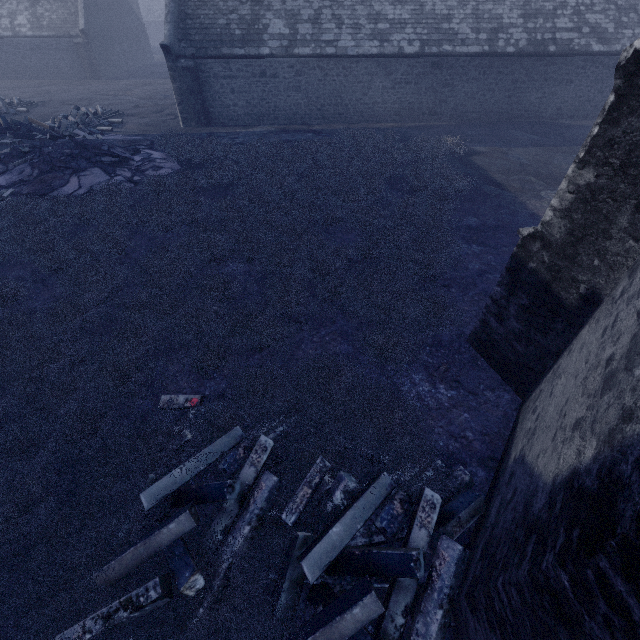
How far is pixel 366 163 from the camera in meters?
11.8 m
